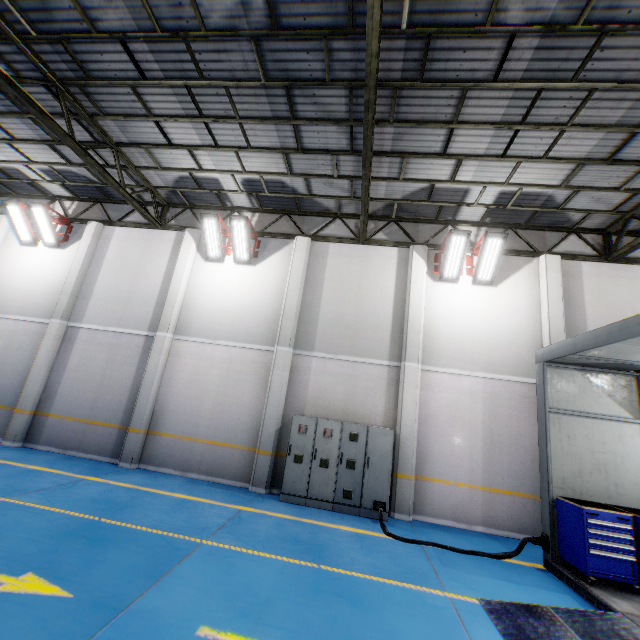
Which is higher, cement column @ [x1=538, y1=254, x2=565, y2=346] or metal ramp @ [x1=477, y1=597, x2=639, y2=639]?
cement column @ [x1=538, y1=254, x2=565, y2=346]

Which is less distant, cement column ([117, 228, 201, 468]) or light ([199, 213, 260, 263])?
cement column ([117, 228, 201, 468])

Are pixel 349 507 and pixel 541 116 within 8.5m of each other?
no

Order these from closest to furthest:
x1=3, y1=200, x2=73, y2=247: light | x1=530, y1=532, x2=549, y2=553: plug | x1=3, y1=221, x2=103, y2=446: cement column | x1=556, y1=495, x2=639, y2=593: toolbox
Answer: x1=556, y1=495, x2=639, y2=593: toolbox, x1=530, y1=532, x2=549, y2=553: plug, x1=3, y1=221, x2=103, y2=446: cement column, x1=3, y1=200, x2=73, y2=247: light

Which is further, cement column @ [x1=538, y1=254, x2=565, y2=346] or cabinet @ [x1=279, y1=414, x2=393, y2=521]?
cement column @ [x1=538, y1=254, x2=565, y2=346]

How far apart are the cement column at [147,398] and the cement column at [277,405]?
3.4 meters

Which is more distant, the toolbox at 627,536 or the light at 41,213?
the light at 41,213

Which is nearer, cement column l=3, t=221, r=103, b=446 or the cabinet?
the cabinet
